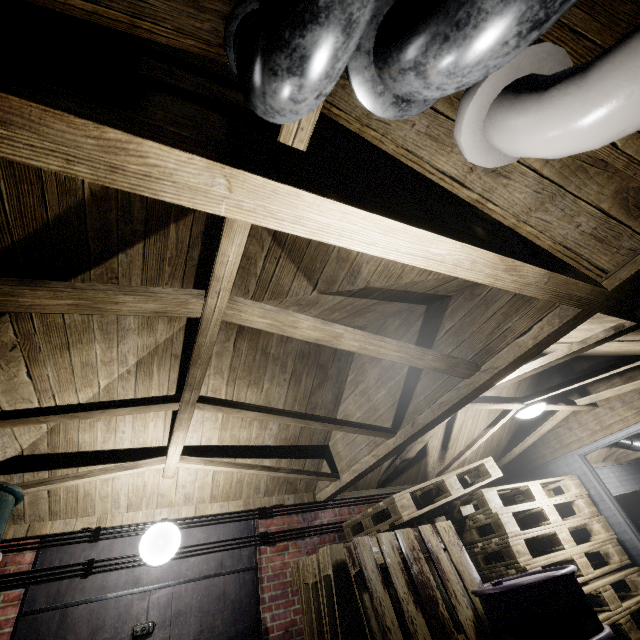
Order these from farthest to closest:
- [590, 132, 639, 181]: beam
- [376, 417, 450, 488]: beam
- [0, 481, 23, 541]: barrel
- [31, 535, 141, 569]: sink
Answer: [376, 417, 450, 488]: beam → [31, 535, 141, 569]: sink → [0, 481, 23, 541]: barrel → [590, 132, 639, 181]: beam

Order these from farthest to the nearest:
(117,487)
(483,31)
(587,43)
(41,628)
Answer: (117,487) → (41,628) → (587,43) → (483,31)

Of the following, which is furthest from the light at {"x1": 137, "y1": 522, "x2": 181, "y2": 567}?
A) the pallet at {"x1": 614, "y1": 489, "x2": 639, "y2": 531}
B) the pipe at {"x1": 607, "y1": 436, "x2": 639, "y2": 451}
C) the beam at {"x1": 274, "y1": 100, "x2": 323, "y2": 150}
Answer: the pallet at {"x1": 614, "y1": 489, "x2": 639, "y2": 531}

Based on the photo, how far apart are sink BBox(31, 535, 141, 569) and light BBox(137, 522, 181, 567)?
0.0 meters

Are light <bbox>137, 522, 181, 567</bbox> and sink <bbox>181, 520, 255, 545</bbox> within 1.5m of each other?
yes

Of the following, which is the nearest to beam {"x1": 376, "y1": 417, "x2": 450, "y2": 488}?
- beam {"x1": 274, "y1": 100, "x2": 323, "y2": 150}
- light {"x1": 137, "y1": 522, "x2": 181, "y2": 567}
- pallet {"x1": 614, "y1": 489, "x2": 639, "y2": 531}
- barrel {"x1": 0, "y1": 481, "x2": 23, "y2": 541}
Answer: beam {"x1": 274, "y1": 100, "x2": 323, "y2": 150}

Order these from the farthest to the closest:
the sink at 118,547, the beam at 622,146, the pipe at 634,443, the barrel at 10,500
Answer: the pipe at 634,443, the sink at 118,547, the barrel at 10,500, the beam at 622,146

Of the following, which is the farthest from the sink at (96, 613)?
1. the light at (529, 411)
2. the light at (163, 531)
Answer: the light at (529, 411)
